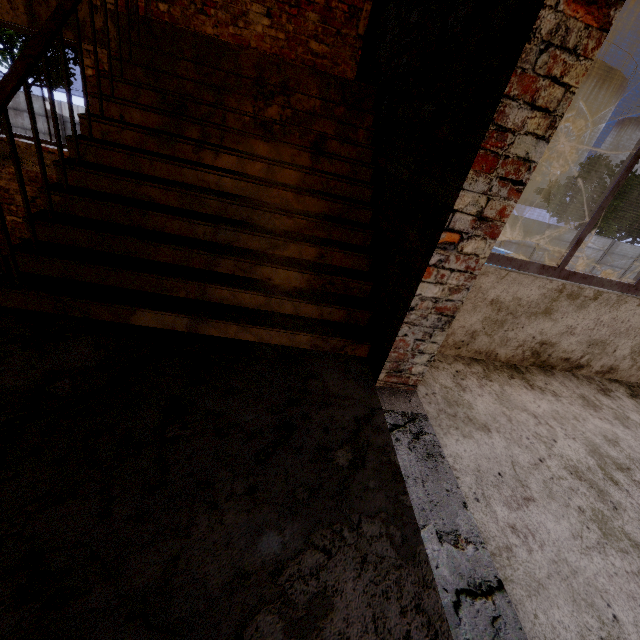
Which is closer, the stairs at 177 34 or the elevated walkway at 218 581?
the elevated walkway at 218 581

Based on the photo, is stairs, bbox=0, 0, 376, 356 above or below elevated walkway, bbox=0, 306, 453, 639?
above

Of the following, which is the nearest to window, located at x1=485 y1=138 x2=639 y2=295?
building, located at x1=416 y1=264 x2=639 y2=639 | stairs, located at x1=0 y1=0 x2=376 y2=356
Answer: building, located at x1=416 y1=264 x2=639 y2=639

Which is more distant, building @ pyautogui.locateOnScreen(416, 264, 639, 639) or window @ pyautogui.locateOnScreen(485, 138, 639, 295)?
window @ pyautogui.locateOnScreen(485, 138, 639, 295)

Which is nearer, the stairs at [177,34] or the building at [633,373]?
the building at [633,373]

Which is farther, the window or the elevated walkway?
the window

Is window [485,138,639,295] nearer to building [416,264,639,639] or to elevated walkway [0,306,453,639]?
building [416,264,639,639]

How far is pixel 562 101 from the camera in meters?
1.3 m
